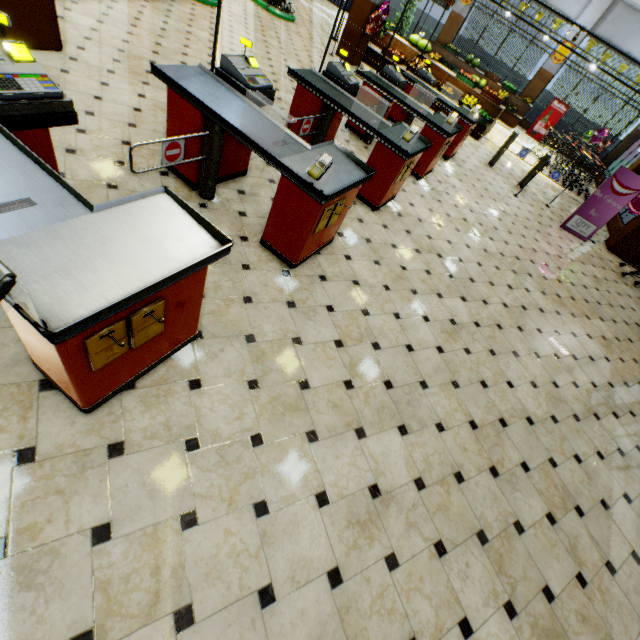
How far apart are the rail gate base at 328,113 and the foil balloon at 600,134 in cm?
1643

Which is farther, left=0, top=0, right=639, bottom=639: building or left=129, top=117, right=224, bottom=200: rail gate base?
left=129, top=117, right=224, bottom=200: rail gate base

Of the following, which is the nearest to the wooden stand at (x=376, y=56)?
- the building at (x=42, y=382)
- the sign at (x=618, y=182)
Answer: the building at (x=42, y=382)

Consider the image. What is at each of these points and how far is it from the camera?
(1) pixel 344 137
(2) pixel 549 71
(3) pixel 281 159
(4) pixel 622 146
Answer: (1) building, 6.5m
(2) building, 14.8m
(3) checkout counter, 2.9m
(4) building, 14.9m

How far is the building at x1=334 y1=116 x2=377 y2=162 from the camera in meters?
6.2

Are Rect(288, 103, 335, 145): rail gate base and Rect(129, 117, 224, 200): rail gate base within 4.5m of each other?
yes

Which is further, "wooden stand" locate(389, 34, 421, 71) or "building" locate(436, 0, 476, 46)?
"building" locate(436, 0, 476, 46)

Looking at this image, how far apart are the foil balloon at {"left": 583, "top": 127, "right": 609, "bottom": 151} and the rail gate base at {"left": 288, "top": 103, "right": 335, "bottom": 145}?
16.4m
